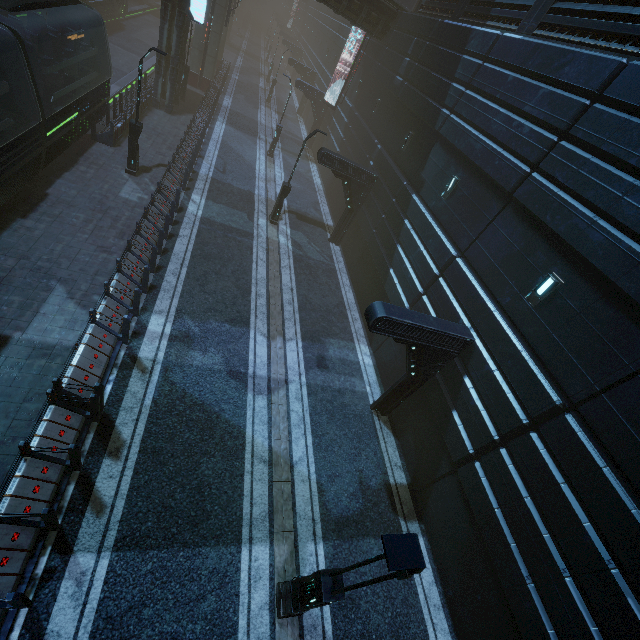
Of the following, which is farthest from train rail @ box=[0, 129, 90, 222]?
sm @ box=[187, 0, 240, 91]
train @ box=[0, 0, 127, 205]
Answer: sm @ box=[187, 0, 240, 91]

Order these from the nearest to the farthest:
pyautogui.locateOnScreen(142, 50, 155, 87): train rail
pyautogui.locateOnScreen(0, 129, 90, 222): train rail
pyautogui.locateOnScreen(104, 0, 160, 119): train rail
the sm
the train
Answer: the train < pyautogui.locateOnScreen(0, 129, 90, 222): train rail < pyautogui.locateOnScreen(104, 0, 160, 119): train rail < the sm < pyautogui.locateOnScreen(142, 50, 155, 87): train rail

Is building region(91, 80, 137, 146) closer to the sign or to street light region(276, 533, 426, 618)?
the sign

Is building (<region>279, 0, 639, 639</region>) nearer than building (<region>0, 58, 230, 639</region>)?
No

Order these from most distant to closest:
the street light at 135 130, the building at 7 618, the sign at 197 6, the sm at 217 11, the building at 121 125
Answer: the sm at 217 11
the sign at 197 6
the building at 121 125
the street light at 135 130
the building at 7 618

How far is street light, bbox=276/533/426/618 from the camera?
3.75m

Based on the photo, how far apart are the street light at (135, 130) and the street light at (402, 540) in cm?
1800

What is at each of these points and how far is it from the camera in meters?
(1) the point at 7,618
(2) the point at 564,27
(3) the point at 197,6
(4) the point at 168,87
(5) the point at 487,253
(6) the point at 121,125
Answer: (1) building, 5.6 m
(2) building, 10.2 m
(3) sign, 19.7 m
(4) building, 22.3 m
(5) building, 10.4 m
(6) building, 17.9 m
